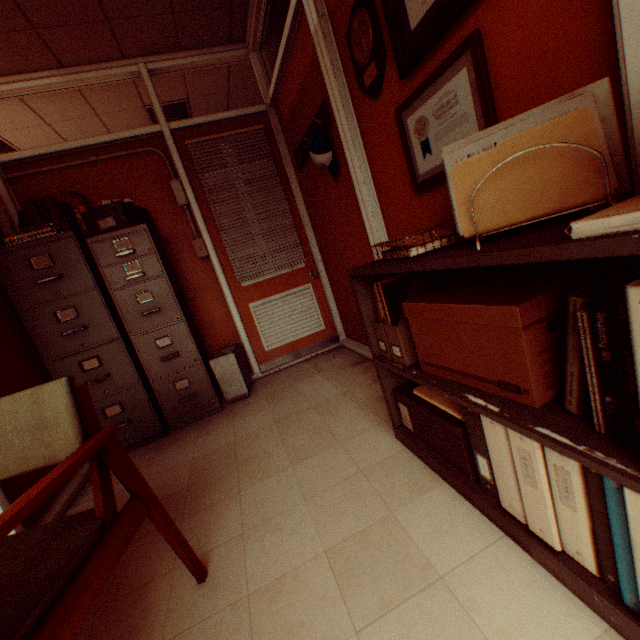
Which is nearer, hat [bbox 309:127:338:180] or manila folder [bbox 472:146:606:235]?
manila folder [bbox 472:146:606:235]

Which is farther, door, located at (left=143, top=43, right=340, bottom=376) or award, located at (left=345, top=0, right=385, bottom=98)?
door, located at (left=143, top=43, right=340, bottom=376)

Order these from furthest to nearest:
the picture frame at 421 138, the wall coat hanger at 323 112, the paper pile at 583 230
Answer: the wall coat hanger at 323 112 → the picture frame at 421 138 → the paper pile at 583 230

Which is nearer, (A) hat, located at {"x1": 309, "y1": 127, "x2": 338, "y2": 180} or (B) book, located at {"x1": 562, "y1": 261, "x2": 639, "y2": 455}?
(B) book, located at {"x1": 562, "y1": 261, "x2": 639, "y2": 455}

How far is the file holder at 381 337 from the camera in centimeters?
151cm

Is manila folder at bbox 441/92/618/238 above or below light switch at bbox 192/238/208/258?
below

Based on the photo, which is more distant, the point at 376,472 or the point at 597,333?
the point at 376,472

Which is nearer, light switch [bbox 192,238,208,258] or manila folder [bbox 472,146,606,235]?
manila folder [bbox 472,146,606,235]
